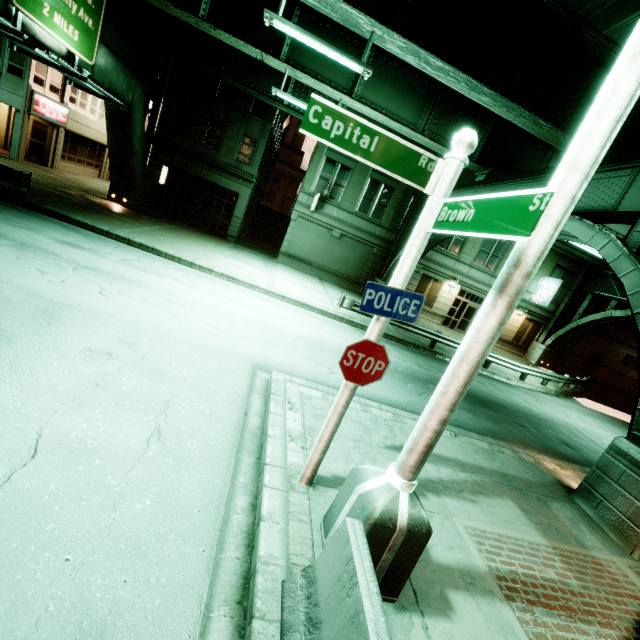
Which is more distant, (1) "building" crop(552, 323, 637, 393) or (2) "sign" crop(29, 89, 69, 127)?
(1) "building" crop(552, 323, 637, 393)

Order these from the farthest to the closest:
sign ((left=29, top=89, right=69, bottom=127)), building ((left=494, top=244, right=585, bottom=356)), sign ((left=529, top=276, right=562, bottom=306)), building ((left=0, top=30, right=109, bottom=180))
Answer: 1. building ((left=494, top=244, right=585, bottom=356))
2. sign ((left=529, top=276, right=562, bottom=306))
3. sign ((left=29, top=89, right=69, bottom=127))
4. building ((left=0, top=30, right=109, bottom=180))

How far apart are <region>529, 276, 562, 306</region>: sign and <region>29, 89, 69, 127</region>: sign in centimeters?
3832cm

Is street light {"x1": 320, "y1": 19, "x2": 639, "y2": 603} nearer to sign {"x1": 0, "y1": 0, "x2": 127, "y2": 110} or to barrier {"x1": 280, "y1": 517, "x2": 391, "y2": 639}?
barrier {"x1": 280, "y1": 517, "x2": 391, "y2": 639}

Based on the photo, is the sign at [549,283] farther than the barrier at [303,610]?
Yes

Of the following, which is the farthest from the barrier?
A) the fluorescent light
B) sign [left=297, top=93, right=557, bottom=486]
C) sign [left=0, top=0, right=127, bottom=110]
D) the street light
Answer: sign [left=0, top=0, right=127, bottom=110]

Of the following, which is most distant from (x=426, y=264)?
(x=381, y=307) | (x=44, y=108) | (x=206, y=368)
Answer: (x=44, y=108)

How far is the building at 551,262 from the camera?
26.62m
